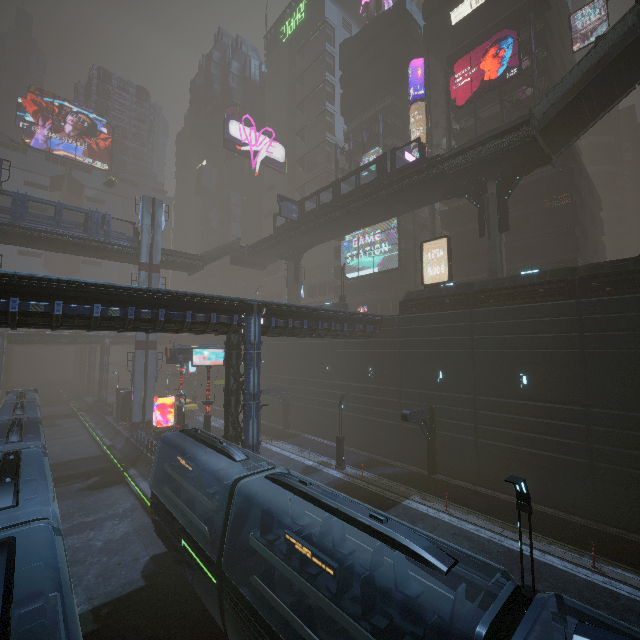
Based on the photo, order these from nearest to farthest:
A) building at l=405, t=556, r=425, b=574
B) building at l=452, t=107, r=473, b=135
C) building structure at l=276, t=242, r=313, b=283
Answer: building at l=405, t=556, r=425, b=574 → building at l=452, t=107, r=473, b=135 → building structure at l=276, t=242, r=313, b=283

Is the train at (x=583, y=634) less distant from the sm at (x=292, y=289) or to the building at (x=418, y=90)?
the building at (x=418, y=90)

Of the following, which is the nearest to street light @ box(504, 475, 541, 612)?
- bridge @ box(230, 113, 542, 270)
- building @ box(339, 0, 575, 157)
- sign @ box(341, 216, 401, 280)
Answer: building @ box(339, 0, 575, 157)

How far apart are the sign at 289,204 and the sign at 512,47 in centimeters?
1929cm

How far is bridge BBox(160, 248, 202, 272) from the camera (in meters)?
39.97

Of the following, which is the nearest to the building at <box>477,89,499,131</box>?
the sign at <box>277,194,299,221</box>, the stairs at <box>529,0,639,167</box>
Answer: the stairs at <box>529,0,639,167</box>

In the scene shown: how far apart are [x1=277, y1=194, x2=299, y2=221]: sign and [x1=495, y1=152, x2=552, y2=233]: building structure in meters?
21.0

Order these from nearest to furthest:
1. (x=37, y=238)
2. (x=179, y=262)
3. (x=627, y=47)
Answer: (x=627, y=47) < (x=37, y=238) < (x=179, y=262)
